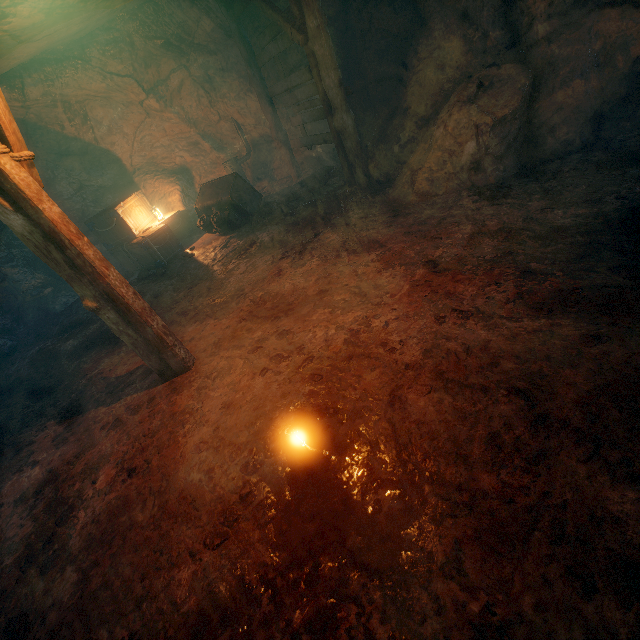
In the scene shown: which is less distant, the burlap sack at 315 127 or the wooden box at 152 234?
the wooden box at 152 234

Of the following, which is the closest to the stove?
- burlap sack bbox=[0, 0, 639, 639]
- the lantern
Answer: burlap sack bbox=[0, 0, 639, 639]

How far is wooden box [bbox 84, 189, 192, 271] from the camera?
8.6 meters

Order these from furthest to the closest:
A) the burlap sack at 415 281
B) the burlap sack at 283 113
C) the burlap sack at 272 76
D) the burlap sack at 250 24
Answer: the burlap sack at 283 113, the burlap sack at 272 76, the burlap sack at 250 24, the burlap sack at 415 281

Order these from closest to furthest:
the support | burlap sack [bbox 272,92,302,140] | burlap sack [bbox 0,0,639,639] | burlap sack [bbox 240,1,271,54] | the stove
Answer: burlap sack [bbox 0,0,639,639]
the support
burlap sack [bbox 240,1,271,54]
burlap sack [bbox 272,92,302,140]
the stove

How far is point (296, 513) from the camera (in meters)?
2.36

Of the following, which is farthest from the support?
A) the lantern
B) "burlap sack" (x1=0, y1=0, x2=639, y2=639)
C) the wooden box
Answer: the lantern

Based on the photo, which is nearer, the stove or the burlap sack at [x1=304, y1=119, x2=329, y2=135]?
the burlap sack at [x1=304, y1=119, x2=329, y2=135]
